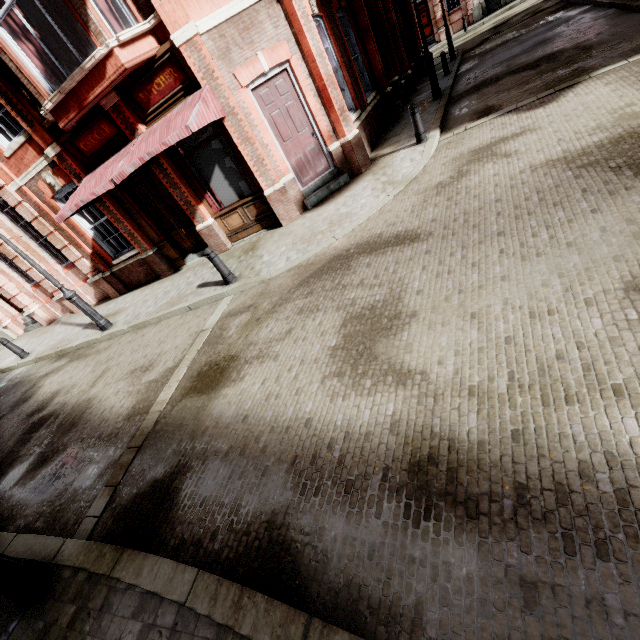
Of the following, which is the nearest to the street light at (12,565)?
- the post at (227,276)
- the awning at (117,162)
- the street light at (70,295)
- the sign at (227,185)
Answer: the post at (227,276)

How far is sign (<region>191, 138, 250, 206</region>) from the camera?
8.5m

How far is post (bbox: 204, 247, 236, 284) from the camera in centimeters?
723cm

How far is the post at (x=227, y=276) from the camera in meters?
7.2 m

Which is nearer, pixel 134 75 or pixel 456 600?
pixel 456 600

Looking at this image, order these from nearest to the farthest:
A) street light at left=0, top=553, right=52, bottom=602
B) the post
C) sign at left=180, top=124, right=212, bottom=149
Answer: street light at left=0, top=553, right=52, bottom=602 → the post → sign at left=180, top=124, right=212, bottom=149

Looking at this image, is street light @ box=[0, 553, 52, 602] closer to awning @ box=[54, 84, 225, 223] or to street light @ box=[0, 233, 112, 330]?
awning @ box=[54, 84, 225, 223]

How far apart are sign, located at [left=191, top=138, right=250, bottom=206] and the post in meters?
2.6 m
